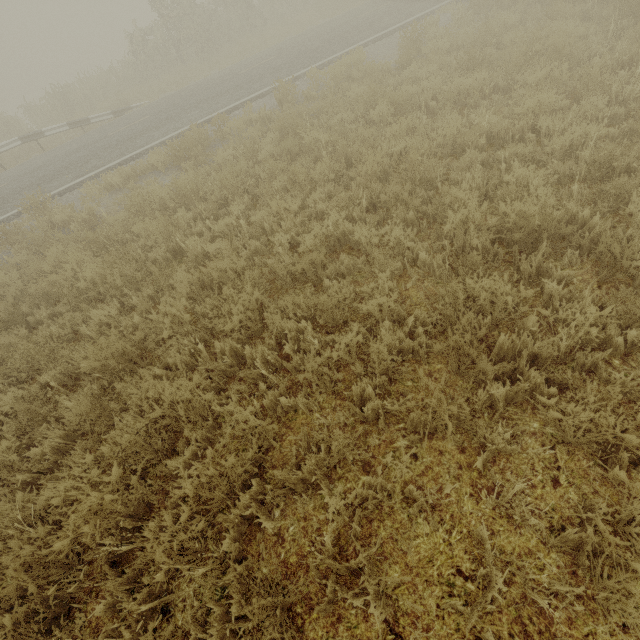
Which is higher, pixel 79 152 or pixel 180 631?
pixel 79 152
